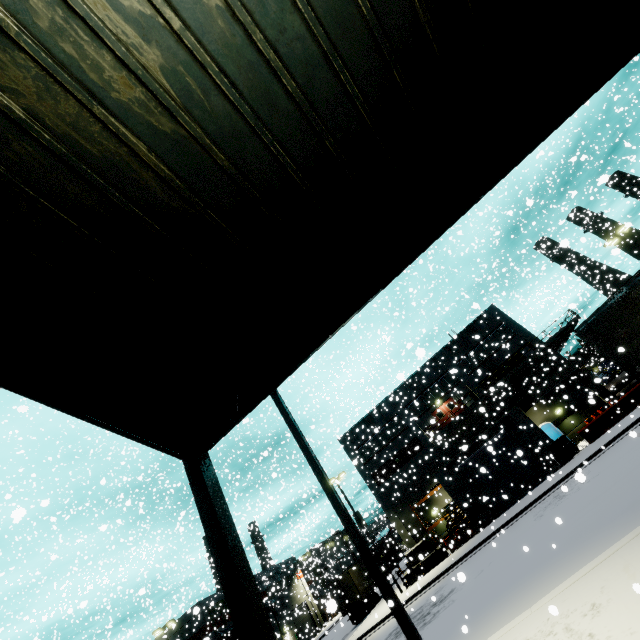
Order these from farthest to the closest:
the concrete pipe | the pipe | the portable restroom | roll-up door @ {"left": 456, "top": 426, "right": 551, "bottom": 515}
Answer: the pipe, the concrete pipe, the portable restroom, roll-up door @ {"left": 456, "top": 426, "right": 551, "bottom": 515}

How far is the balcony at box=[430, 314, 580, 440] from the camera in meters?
31.1 m

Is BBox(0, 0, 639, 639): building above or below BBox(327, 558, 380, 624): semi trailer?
above

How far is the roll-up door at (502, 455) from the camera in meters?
24.5

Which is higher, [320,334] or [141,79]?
[141,79]

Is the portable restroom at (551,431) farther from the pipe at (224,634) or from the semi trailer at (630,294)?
the pipe at (224,634)

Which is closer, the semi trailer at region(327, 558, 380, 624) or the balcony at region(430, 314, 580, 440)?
the semi trailer at region(327, 558, 380, 624)

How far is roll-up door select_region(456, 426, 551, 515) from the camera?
24.53m
